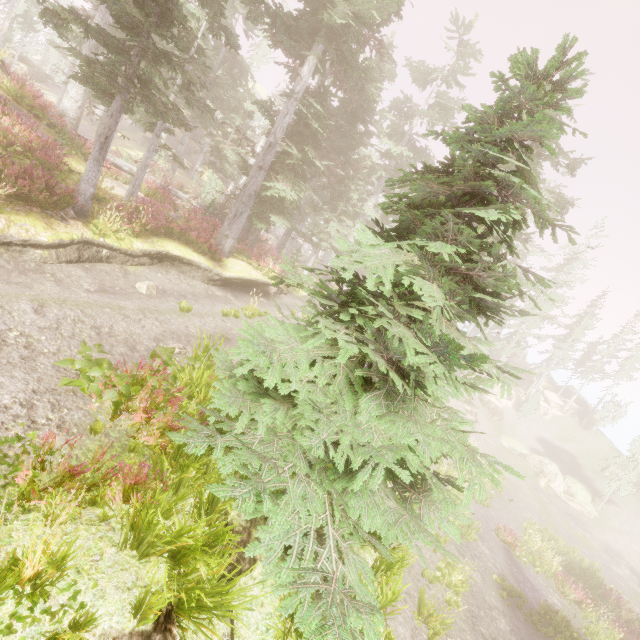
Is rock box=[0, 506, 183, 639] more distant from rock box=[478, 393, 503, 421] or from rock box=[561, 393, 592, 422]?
rock box=[561, 393, 592, 422]

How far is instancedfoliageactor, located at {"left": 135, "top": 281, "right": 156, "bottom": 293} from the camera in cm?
1110

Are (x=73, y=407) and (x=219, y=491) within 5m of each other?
yes

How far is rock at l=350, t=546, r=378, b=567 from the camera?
6.2 meters

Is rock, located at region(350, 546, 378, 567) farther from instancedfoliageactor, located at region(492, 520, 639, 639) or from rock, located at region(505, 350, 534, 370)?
rock, located at region(505, 350, 534, 370)

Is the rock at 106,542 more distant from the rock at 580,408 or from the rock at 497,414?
the rock at 580,408

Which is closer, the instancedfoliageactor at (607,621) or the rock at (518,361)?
the instancedfoliageactor at (607,621)

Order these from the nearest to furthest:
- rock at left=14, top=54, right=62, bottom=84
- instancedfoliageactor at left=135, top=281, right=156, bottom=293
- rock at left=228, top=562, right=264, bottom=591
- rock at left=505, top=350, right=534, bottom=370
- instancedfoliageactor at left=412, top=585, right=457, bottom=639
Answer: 1. rock at left=228, top=562, right=264, bottom=591
2. instancedfoliageactor at left=412, top=585, right=457, bottom=639
3. instancedfoliageactor at left=135, top=281, right=156, bottom=293
4. rock at left=14, top=54, right=62, bottom=84
5. rock at left=505, top=350, right=534, bottom=370
